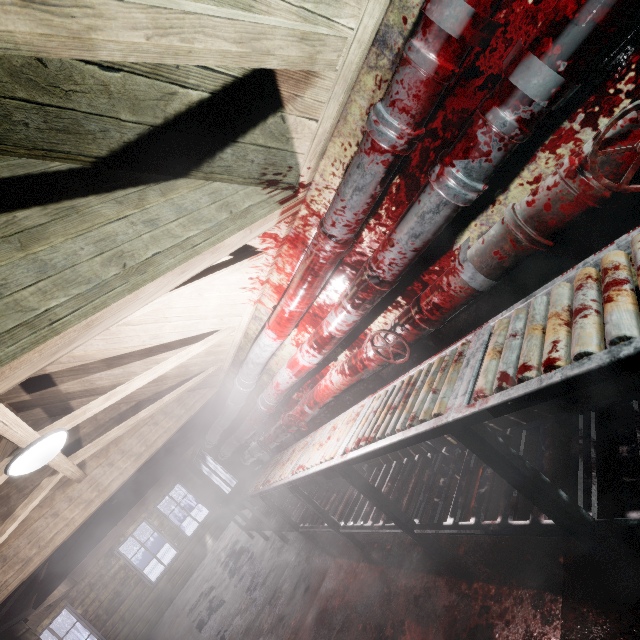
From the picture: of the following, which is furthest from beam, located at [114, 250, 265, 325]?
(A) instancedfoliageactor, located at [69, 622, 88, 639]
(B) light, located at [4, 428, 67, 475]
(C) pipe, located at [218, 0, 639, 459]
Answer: (A) instancedfoliageactor, located at [69, 622, 88, 639]

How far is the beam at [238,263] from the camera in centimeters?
174cm

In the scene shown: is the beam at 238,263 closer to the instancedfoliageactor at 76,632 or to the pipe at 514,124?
the pipe at 514,124

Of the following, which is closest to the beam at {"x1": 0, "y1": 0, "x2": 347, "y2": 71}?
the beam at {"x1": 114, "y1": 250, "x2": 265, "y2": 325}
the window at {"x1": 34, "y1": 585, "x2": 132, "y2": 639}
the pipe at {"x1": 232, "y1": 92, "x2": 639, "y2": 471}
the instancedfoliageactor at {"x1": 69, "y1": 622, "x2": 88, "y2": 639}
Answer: the beam at {"x1": 114, "y1": 250, "x2": 265, "y2": 325}

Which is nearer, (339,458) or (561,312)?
(561,312)

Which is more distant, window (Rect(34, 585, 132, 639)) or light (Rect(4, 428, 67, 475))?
window (Rect(34, 585, 132, 639))

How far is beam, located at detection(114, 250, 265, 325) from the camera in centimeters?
174cm

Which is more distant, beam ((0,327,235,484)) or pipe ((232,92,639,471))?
beam ((0,327,235,484))
